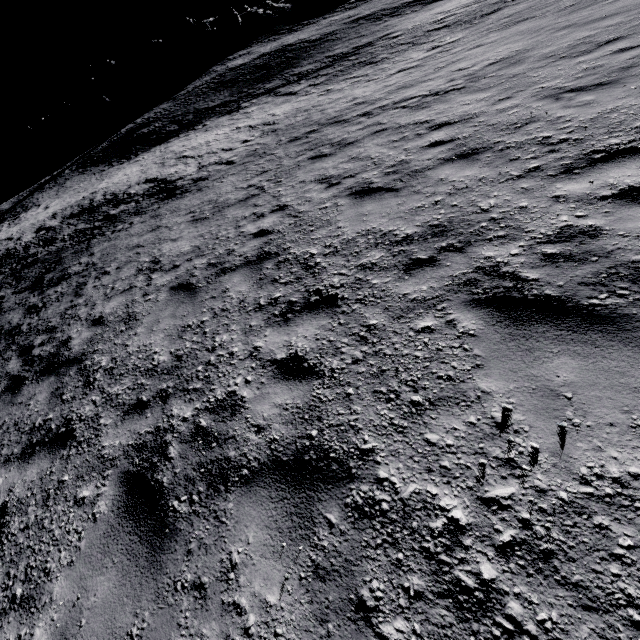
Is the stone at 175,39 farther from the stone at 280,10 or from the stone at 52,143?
the stone at 52,143

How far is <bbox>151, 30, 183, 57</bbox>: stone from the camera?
59.7m

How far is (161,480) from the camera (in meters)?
3.23

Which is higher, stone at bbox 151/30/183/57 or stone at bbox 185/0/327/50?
stone at bbox 151/30/183/57

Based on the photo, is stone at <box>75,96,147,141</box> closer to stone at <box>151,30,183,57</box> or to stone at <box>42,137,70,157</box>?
stone at <box>42,137,70,157</box>

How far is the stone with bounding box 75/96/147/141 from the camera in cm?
4934

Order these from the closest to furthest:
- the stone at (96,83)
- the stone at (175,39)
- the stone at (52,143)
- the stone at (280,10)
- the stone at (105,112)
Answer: the stone at (105,112) → the stone at (52,143) → the stone at (280,10) → the stone at (96,83) → the stone at (175,39)

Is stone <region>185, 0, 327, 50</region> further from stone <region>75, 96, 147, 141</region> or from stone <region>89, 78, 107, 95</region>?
stone <region>75, 96, 147, 141</region>
